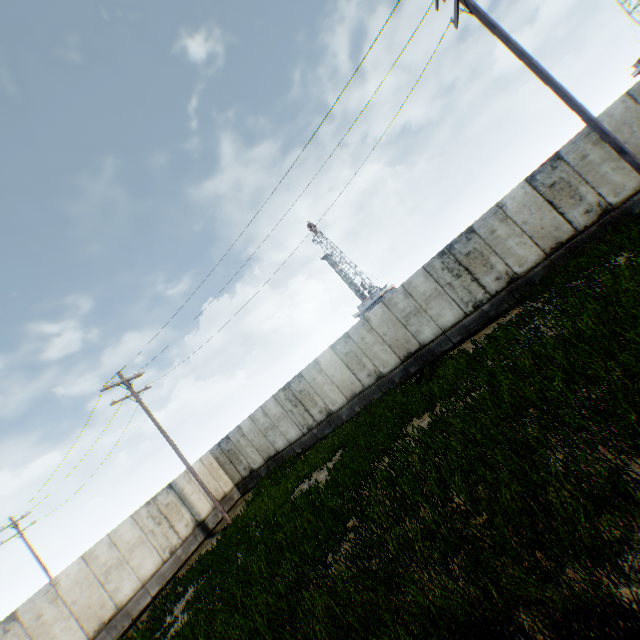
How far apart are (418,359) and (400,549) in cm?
1063
